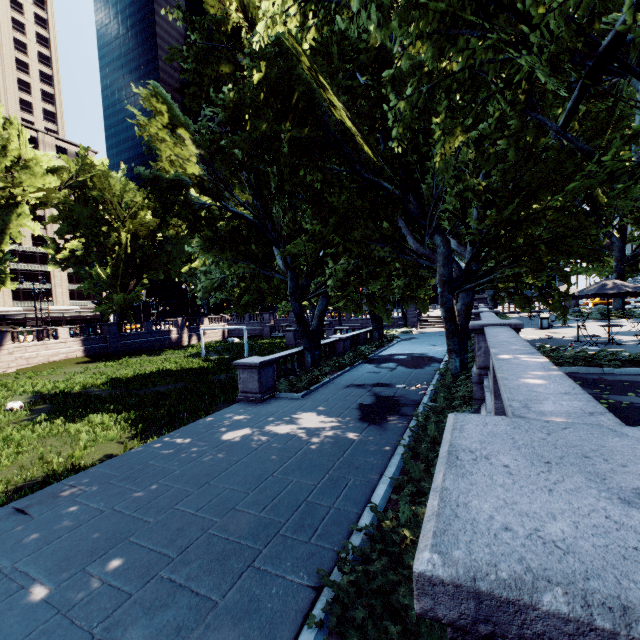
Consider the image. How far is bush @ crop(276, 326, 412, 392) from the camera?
15.09m

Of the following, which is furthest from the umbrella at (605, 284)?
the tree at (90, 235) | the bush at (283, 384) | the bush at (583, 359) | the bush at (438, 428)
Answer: the bush at (283, 384)

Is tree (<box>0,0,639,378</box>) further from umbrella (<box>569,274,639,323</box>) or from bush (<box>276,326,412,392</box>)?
umbrella (<box>569,274,639,323</box>)

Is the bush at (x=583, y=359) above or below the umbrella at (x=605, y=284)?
below

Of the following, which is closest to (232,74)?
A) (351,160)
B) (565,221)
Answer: (351,160)

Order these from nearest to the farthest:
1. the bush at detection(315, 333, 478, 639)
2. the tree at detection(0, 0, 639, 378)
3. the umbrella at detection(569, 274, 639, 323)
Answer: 1. the bush at detection(315, 333, 478, 639)
2. the tree at detection(0, 0, 639, 378)
3. the umbrella at detection(569, 274, 639, 323)

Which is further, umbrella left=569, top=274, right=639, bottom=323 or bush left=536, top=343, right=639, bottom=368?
umbrella left=569, top=274, right=639, bottom=323

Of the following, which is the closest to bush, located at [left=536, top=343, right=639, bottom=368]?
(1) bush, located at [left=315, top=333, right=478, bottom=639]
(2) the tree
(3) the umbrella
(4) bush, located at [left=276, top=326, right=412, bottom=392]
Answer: (2) the tree
